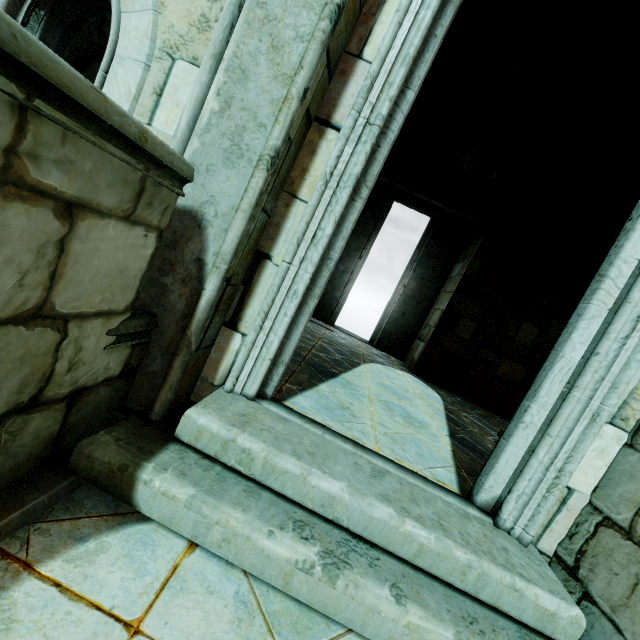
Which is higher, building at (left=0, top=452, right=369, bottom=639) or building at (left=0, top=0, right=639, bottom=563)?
building at (left=0, top=0, right=639, bottom=563)

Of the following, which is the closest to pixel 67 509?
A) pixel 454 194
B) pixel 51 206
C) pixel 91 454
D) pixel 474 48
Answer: pixel 91 454

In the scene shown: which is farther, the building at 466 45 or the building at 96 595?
the building at 466 45

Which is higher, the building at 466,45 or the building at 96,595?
the building at 466,45

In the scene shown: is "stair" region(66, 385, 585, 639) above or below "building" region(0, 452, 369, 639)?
above

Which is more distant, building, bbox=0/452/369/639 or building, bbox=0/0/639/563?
building, bbox=0/0/639/563
